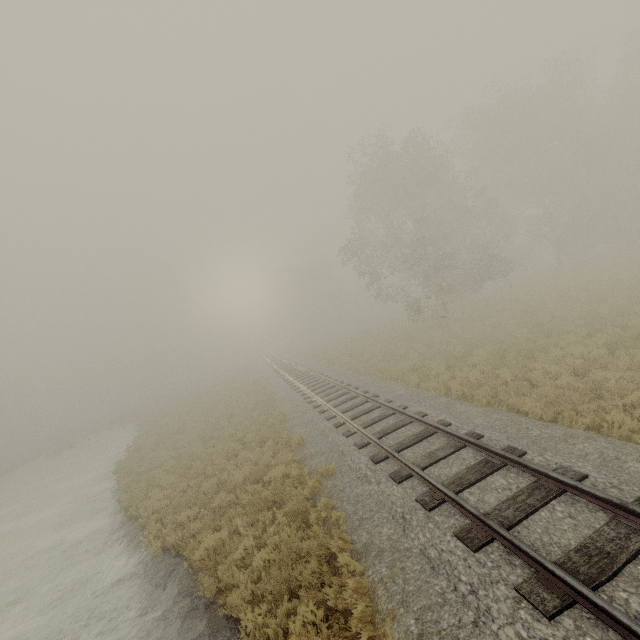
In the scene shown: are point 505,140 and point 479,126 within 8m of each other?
yes
